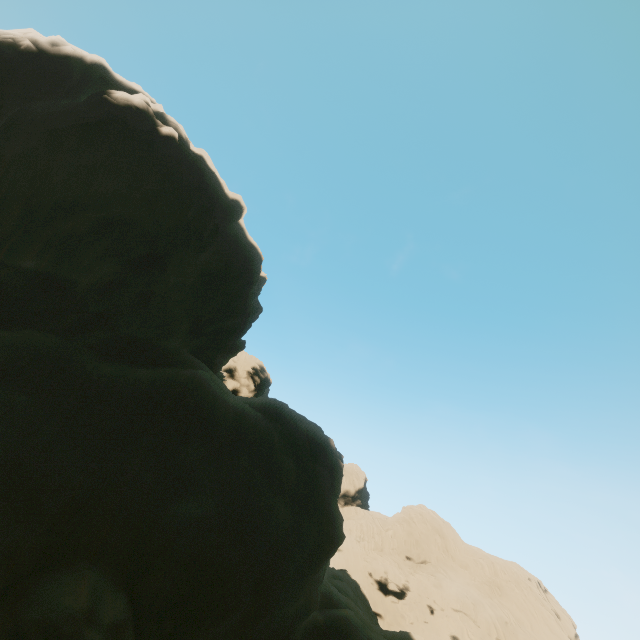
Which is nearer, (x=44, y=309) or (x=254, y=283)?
(x=44, y=309)
